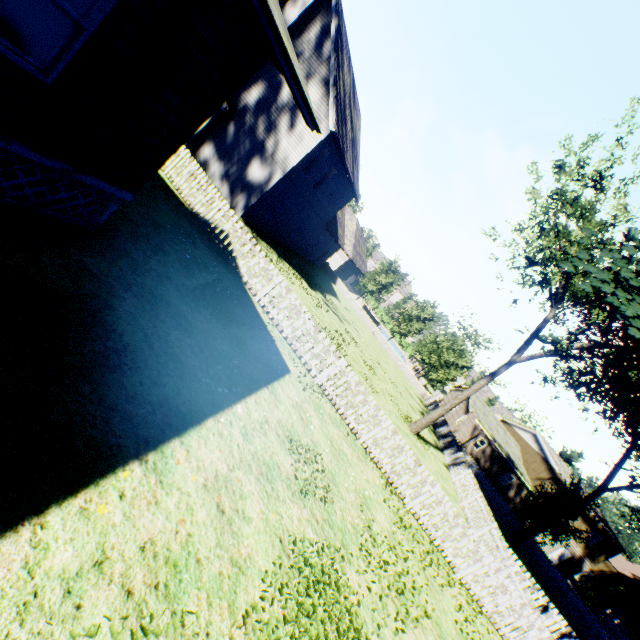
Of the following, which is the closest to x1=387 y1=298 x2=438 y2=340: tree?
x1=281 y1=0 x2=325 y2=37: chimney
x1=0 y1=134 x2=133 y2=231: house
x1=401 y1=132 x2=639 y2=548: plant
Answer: x1=401 y1=132 x2=639 y2=548: plant

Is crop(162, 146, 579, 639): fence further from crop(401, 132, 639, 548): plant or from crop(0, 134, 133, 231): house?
crop(0, 134, 133, 231): house

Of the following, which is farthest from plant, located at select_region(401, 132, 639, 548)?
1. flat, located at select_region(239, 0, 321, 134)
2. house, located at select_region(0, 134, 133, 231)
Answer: house, located at select_region(0, 134, 133, 231)

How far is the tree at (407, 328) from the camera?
38.2m

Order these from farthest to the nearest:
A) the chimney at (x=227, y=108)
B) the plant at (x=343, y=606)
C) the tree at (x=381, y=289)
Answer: the tree at (x=381, y=289), the chimney at (x=227, y=108), the plant at (x=343, y=606)

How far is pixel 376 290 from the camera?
40.4 meters

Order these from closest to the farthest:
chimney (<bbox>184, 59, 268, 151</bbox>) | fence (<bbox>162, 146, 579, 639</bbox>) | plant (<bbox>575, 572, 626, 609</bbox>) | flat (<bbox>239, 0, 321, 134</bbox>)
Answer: flat (<bbox>239, 0, 321, 134</bbox>) → fence (<bbox>162, 146, 579, 639</bbox>) → chimney (<bbox>184, 59, 268, 151</bbox>) → plant (<bbox>575, 572, 626, 609</bbox>)

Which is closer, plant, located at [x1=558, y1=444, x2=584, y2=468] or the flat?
the flat
